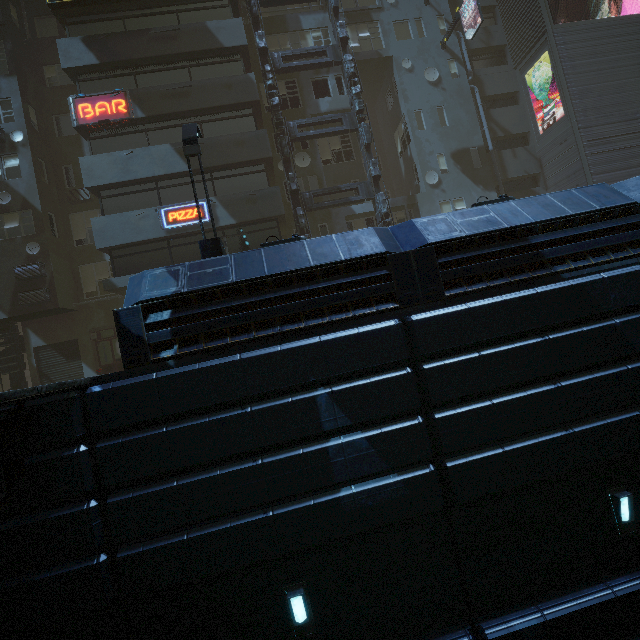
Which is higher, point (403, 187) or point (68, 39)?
point (68, 39)

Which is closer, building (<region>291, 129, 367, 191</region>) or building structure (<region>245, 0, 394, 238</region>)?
building structure (<region>245, 0, 394, 238</region>)

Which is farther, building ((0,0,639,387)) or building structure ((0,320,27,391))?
building structure ((0,320,27,391))

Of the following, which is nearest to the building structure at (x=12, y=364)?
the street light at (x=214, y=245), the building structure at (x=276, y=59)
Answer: the street light at (x=214, y=245)

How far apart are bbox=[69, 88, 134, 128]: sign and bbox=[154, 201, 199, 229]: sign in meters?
4.4

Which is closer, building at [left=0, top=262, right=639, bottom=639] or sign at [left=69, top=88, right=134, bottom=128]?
building at [left=0, top=262, right=639, bottom=639]

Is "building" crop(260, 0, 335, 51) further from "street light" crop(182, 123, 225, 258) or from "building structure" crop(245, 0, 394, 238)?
"street light" crop(182, 123, 225, 258)

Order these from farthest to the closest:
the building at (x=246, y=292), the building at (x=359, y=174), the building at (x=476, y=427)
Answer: the building at (x=359, y=174) < the building at (x=246, y=292) < the building at (x=476, y=427)
